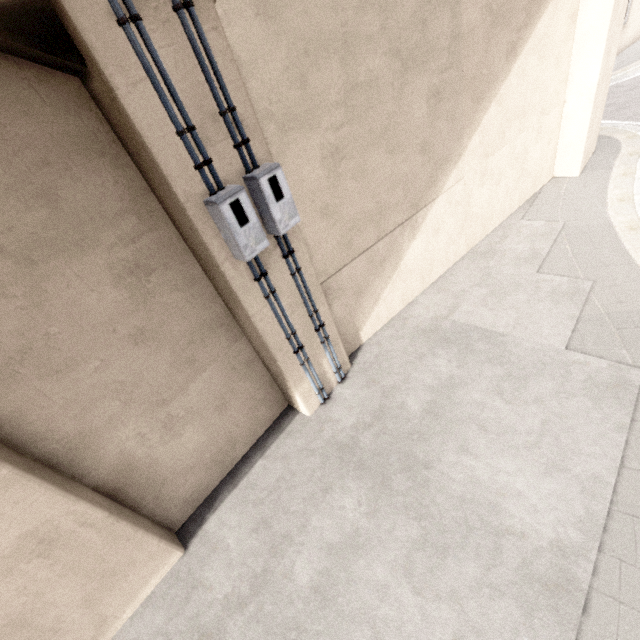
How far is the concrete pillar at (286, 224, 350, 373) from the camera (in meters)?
4.72

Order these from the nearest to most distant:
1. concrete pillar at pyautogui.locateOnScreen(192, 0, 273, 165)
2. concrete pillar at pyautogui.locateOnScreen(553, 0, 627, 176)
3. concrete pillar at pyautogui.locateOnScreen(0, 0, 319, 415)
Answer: concrete pillar at pyautogui.locateOnScreen(0, 0, 319, 415), concrete pillar at pyautogui.locateOnScreen(192, 0, 273, 165), concrete pillar at pyautogui.locateOnScreen(553, 0, 627, 176)

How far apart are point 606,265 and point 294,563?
8.04m

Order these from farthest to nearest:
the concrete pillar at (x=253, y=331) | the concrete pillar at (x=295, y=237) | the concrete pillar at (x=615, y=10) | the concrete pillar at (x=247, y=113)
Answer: the concrete pillar at (x=615, y=10), the concrete pillar at (x=295, y=237), the concrete pillar at (x=247, y=113), the concrete pillar at (x=253, y=331)

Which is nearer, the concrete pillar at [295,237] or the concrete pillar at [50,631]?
the concrete pillar at [50,631]

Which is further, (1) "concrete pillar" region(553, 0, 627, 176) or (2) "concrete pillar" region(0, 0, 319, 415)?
(1) "concrete pillar" region(553, 0, 627, 176)
